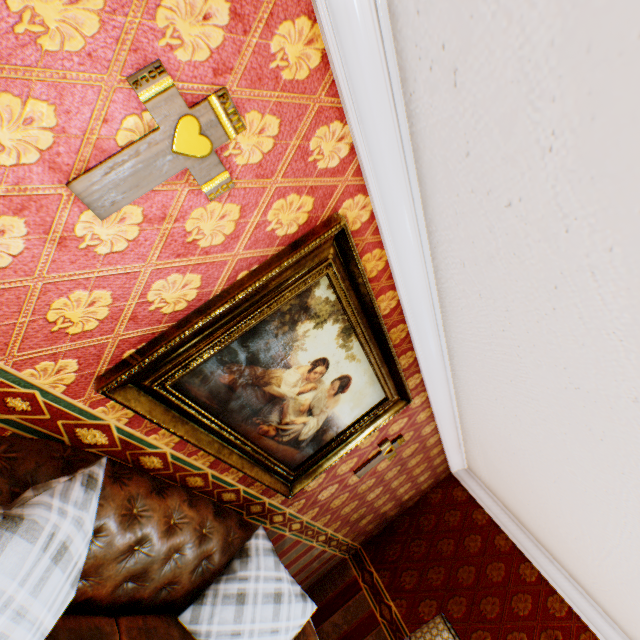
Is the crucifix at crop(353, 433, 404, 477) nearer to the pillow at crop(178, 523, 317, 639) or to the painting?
the painting

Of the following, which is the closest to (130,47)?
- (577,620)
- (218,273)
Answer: (218,273)

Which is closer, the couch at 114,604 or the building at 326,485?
the building at 326,485

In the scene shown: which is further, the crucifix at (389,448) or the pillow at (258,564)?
the crucifix at (389,448)

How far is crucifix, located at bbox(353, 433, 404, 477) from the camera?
3.2 meters

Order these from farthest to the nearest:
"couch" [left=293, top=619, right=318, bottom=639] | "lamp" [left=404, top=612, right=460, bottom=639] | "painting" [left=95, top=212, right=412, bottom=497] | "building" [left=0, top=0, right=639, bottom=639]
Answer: "lamp" [left=404, top=612, right=460, bottom=639] → "couch" [left=293, top=619, right=318, bottom=639] → "painting" [left=95, top=212, right=412, bottom=497] → "building" [left=0, top=0, right=639, bottom=639]

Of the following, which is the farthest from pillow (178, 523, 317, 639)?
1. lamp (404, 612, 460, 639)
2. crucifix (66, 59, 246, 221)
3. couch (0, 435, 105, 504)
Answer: crucifix (66, 59, 246, 221)

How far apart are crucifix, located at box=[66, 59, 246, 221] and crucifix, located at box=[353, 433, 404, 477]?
2.8 meters
